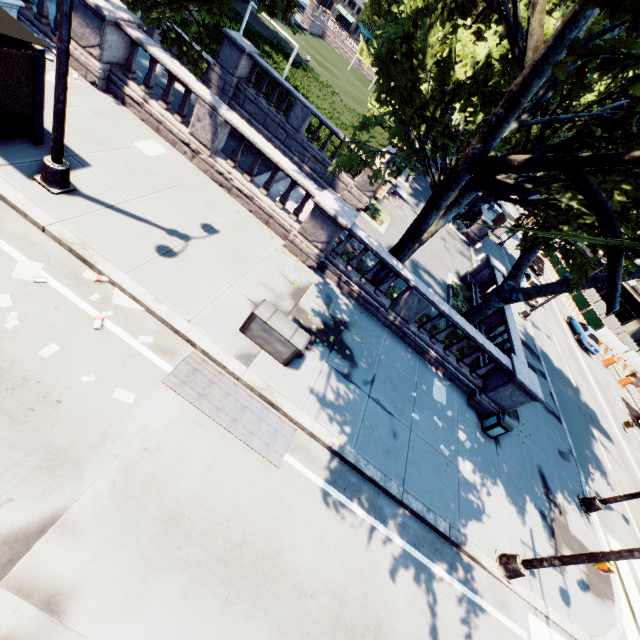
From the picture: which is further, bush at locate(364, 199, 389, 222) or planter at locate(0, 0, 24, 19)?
bush at locate(364, 199, 389, 222)

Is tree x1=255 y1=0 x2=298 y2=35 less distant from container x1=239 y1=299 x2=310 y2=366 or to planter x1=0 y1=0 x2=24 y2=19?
planter x1=0 y1=0 x2=24 y2=19

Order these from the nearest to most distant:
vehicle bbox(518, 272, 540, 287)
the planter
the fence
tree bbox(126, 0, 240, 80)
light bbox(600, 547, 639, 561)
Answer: light bbox(600, 547, 639, 561) → the planter → tree bbox(126, 0, 240, 80) → vehicle bbox(518, 272, 540, 287) → the fence

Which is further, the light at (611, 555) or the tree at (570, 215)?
the light at (611, 555)

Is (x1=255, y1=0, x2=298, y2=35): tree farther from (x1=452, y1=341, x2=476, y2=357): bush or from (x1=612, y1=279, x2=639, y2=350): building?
(x1=612, y1=279, x2=639, y2=350): building

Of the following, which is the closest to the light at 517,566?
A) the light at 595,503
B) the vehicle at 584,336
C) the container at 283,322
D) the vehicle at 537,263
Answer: the light at 595,503

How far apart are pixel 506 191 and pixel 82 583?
13.20m

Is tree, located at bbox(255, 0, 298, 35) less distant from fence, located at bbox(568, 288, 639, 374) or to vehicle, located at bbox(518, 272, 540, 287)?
vehicle, located at bbox(518, 272, 540, 287)
